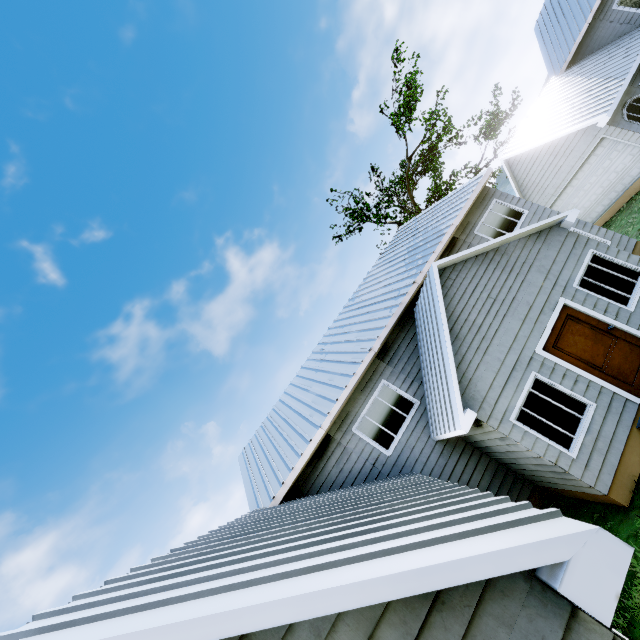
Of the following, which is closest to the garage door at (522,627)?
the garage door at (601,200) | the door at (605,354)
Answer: the door at (605,354)

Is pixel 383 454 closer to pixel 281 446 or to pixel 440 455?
pixel 440 455

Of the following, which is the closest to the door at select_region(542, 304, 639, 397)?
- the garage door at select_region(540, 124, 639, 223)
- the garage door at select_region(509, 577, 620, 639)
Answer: the garage door at select_region(509, 577, 620, 639)

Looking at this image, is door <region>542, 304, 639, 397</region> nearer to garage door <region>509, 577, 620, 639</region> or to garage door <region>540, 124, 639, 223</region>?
garage door <region>509, 577, 620, 639</region>

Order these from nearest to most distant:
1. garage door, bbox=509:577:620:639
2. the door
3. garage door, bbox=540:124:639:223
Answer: garage door, bbox=509:577:620:639 < the door < garage door, bbox=540:124:639:223

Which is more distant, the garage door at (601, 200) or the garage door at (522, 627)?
the garage door at (601, 200)
